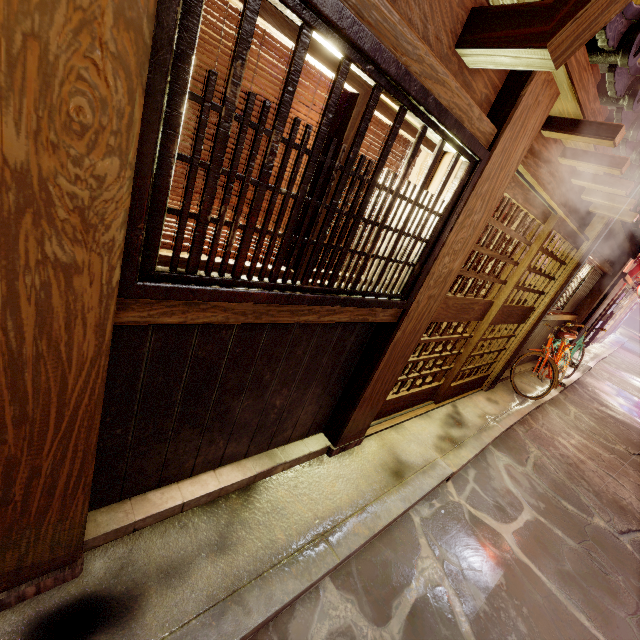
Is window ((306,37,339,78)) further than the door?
No

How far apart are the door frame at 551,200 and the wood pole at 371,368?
0.0m

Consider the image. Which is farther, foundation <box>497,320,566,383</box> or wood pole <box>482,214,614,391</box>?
foundation <box>497,320,566,383</box>

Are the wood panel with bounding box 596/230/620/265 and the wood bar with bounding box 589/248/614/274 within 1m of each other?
yes

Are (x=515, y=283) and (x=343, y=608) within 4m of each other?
no

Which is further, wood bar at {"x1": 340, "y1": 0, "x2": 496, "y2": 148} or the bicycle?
the bicycle

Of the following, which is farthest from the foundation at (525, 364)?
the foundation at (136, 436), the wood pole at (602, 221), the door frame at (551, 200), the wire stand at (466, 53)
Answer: the wire stand at (466, 53)

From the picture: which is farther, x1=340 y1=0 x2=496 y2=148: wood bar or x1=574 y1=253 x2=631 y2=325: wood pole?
x1=574 y1=253 x2=631 y2=325: wood pole
